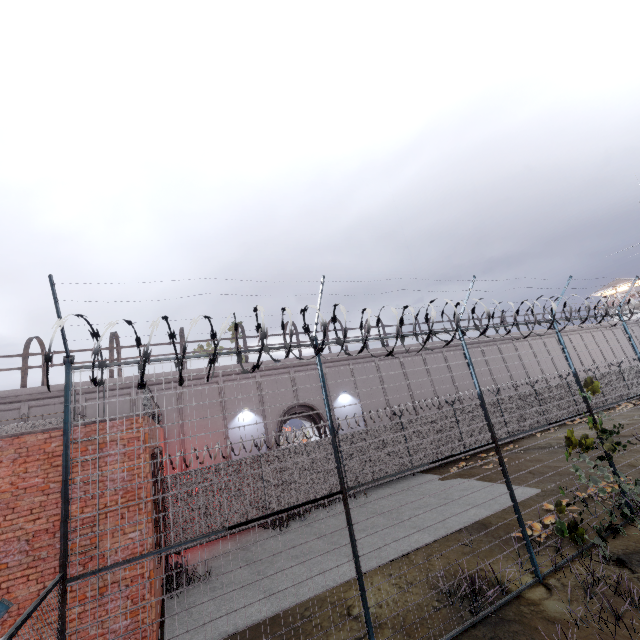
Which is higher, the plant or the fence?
the plant

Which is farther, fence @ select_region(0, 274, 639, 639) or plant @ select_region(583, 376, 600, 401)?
plant @ select_region(583, 376, 600, 401)

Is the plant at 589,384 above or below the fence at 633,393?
above

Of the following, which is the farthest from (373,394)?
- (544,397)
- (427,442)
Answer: (544,397)

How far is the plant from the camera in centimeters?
893cm

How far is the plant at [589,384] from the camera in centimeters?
893cm
